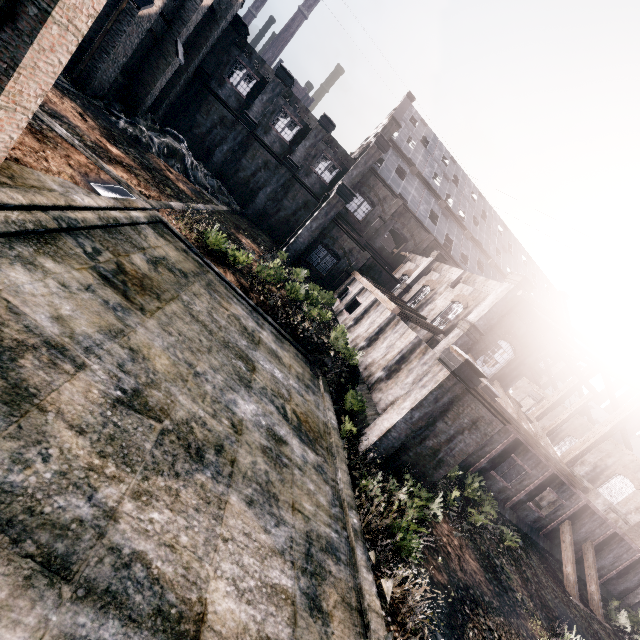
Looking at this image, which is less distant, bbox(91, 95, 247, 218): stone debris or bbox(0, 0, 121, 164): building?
bbox(0, 0, 121, 164): building

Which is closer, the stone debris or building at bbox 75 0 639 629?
building at bbox 75 0 639 629

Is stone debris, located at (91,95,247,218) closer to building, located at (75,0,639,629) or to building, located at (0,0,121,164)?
building, located at (75,0,639,629)

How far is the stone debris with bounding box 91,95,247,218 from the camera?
25.98m

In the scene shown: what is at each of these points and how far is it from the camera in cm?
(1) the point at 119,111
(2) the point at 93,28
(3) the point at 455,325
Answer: (1) stone debris, 2702
(2) building, 2533
(3) building, 2430

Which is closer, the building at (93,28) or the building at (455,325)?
the building at (93,28)

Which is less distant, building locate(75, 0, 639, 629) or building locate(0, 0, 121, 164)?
building locate(0, 0, 121, 164)

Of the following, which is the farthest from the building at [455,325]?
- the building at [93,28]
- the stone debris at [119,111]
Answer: the building at [93,28]
